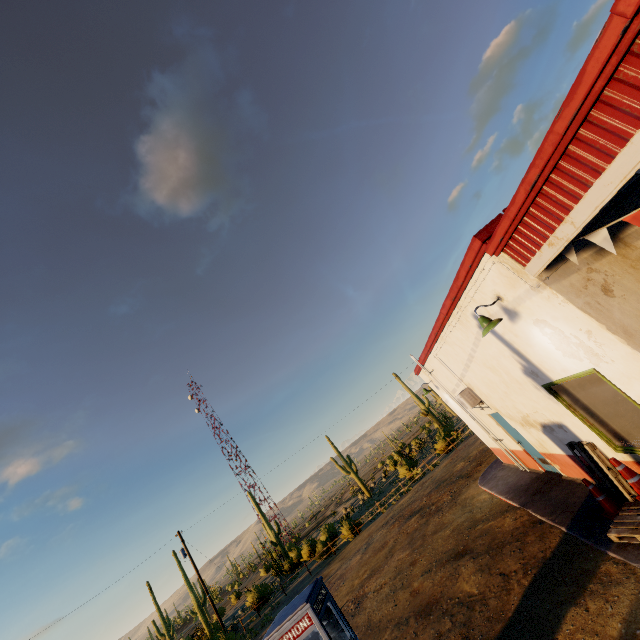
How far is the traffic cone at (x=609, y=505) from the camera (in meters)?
6.11

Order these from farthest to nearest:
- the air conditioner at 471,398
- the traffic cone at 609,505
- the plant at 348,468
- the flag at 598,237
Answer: the plant at 348,468 < the air conditioner at 471,398 < the traffic cone at 609,505 < the flag at 598,237

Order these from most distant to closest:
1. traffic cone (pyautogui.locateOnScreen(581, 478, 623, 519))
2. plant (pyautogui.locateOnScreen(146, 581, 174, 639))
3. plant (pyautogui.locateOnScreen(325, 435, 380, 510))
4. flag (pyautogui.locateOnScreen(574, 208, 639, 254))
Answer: plant (pyautogui.locateOnScreen(325, 435, 380, 510)) < plant (pyautogui.locateOnScreen(146, 581, 174, 639)) < traffic cone (pyautogui.locateOnScreen(581, 478, 623, 519)) < flag (pyautogui.locateOnScreen(574, 208, 639, 254))

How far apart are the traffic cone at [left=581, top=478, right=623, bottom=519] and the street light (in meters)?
3.89

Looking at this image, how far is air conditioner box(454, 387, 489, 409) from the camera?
10.0m

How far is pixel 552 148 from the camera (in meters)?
3.08

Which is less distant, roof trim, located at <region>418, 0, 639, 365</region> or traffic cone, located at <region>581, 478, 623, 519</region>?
roof trim, located at <region>418, 0, 639, 365</region>

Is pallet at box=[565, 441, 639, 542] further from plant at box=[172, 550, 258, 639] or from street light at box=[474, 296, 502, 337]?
plant at box=[172, 550, 258, 639]
